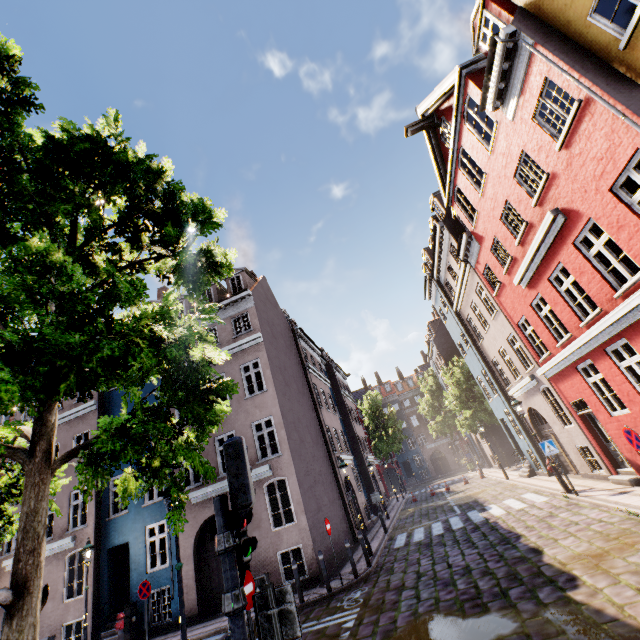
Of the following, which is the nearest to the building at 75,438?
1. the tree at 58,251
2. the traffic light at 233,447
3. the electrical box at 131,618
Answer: the electrical box at 131,618

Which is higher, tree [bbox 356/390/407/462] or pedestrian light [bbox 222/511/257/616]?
tree [bbox 356/390/407/462]

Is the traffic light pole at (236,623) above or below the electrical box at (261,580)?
above

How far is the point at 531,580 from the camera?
6.71m

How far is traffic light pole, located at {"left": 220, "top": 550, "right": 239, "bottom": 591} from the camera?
3.15m

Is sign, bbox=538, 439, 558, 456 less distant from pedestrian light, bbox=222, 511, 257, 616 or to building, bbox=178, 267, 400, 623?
building, bbox=178, 267, 400, 623

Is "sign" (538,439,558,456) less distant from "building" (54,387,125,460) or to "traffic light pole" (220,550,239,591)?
"building" (54,387,125,460)

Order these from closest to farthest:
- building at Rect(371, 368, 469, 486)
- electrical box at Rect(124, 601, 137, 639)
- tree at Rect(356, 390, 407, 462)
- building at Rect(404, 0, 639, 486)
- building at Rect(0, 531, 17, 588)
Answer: building at Rect(404, 0, 639, 486)
electrical box at Rect(124, 601, 137, 639)
building at Rect(0, 531, 17, 588)
tree at Rect(356, 390, 407, 462)
building at Rect(371, 368, 469, 486)
